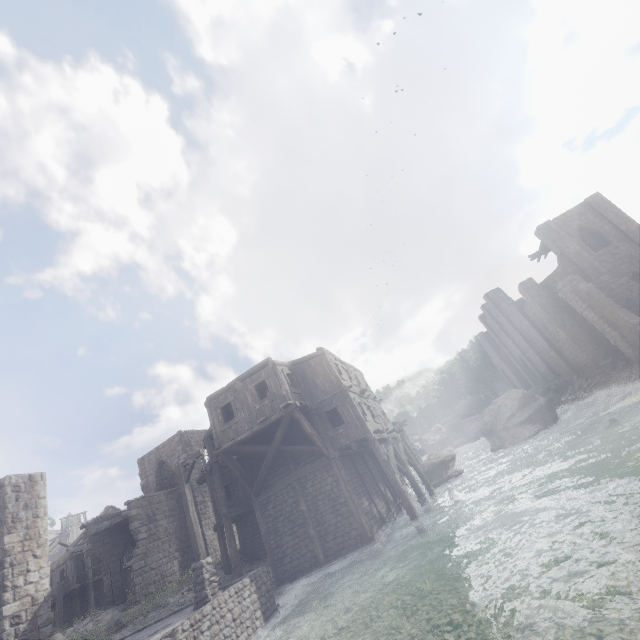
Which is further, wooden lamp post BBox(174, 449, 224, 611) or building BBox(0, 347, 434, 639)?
building BBox(0, 347, 434, 639)

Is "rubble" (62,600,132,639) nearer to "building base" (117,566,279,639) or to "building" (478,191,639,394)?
"building" (478,191,639,394)

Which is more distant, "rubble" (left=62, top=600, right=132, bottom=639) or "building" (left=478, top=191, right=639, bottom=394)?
"building" (left=478, top=191, right=639, bottom=394)

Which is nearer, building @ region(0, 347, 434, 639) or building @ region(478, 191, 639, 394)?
building @ region(0, 347, 434, 639)

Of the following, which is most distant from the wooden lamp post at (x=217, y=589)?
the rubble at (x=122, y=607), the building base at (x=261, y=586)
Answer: the rubble at (x=122, y=607)

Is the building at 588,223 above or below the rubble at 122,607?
above

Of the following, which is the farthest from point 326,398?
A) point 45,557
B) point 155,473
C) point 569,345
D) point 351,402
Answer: point 569,345

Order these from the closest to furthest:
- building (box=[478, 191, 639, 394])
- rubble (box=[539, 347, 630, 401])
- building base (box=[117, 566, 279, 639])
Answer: building base (box=[117, 566, 279, 639]) → building (box=[478, 191, 639, 394]) → rubble (box=[539, 347, 630, 401])
